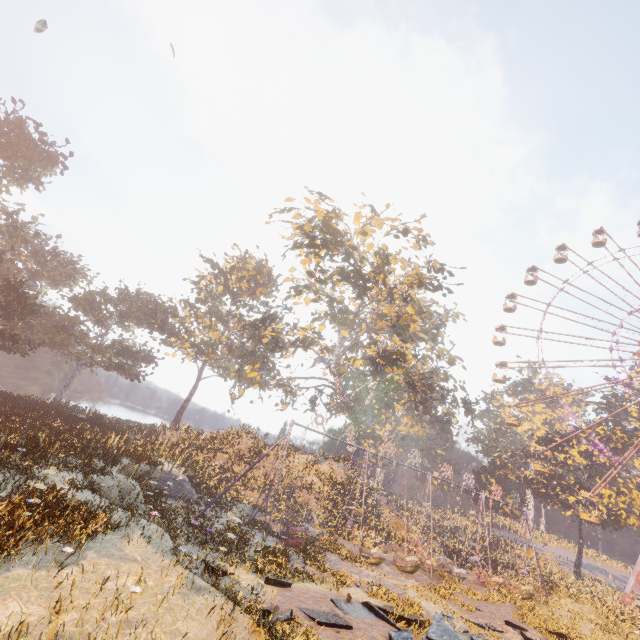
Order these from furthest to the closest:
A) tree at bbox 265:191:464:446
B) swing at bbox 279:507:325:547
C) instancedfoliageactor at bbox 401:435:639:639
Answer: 1. tree at bbox 265:191:464:446
2. instancedfoliageactor at bbox 401:435:639:639
3. swing at bbox 279:507:325:547

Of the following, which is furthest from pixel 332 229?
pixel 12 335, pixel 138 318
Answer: pixel 138 318

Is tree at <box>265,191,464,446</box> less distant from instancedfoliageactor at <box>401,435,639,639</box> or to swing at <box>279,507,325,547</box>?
swing at <box>279,507,325,547</box>

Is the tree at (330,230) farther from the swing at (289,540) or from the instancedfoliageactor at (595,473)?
the instancedfoliageactor at (595,473)

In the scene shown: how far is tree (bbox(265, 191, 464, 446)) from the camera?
26.9m

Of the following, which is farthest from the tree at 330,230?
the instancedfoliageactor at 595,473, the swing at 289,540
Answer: the instancedfoliageactor at 595,473

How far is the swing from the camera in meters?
16.9 m

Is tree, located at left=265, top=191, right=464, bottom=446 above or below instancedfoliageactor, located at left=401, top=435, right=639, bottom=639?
above
